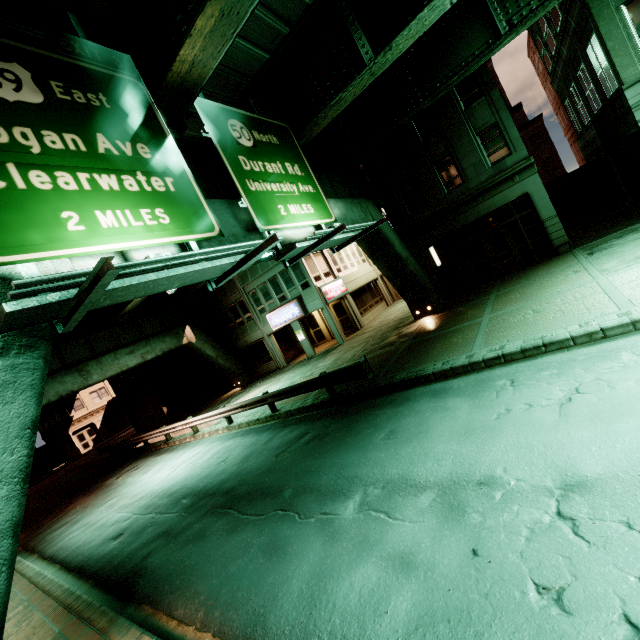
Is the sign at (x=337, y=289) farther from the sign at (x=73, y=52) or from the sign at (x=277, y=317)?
the sign at (x=73, y=52)

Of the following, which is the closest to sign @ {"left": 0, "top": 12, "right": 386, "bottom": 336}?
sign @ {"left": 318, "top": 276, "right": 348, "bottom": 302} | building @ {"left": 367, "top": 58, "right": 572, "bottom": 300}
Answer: building @ {"left": 367, "top": 58, "right": 572, "bottom": 300}

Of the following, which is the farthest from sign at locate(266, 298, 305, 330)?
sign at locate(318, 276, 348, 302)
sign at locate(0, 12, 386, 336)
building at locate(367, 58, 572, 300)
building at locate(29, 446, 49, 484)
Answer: building at locate(29, 446, 49, 484)

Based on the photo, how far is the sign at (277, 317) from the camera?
23.84m

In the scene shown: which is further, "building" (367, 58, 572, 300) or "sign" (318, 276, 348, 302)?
"sign" (318, 276, 348, 302)

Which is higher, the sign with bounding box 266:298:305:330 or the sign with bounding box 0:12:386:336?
the sign with bounding box 0:12:386:336

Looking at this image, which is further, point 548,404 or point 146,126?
point 146,126

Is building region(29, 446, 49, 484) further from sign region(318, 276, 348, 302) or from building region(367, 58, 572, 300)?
sign region(318, 276, 348, 302)
